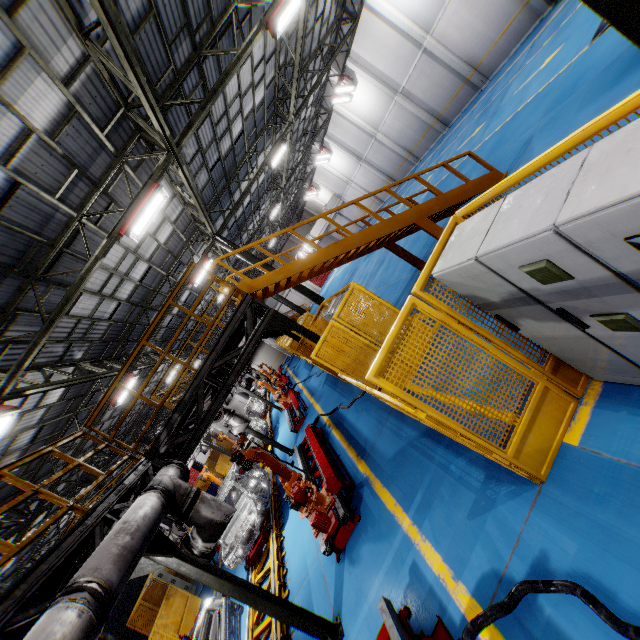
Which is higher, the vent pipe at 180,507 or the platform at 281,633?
the vent pipe at 180,507

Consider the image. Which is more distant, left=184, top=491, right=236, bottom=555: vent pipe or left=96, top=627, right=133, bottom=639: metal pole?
left=96, top=627, right=133, bottom=639: metal pole

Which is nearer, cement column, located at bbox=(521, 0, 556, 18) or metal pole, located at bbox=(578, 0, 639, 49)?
metal pole, located at bbox=(578, 0, 639, 49)

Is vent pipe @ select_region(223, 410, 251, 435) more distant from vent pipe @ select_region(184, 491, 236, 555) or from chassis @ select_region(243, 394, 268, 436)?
vent pipe @ select_region(184, 491, 236, 555)

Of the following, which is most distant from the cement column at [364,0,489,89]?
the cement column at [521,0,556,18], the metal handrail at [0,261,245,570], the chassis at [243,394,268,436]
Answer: the chassis at [243,394,268,436]

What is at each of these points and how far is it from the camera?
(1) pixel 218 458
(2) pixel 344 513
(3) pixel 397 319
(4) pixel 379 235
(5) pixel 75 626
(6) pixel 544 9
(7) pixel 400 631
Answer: (1) metal panel, 29.2m
(2) metal platform, 6.2m
(3) metal panel, 3.2m
(4) metal stair, 8.0m
(5) vent pipe, 2.6m
(6) cement column, 13.8m
(7) metal platform, 3.6m

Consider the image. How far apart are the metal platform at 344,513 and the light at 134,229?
7.39m

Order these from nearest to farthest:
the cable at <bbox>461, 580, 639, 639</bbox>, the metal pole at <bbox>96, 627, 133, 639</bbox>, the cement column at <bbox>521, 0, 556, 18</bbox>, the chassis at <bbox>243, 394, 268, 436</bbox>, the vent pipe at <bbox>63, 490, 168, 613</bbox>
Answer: the cable at <bbox>461, 580, 639, 639</bbox> → the vent pipe at <bbox>63, 490, 168, 613</bbox> → the metal pole at <bbox>96, 627, 133, 639</bbox> → the cement column at <bbox>521, 0, 556, 18</bbox> → the chassis at <bbox>243, 394, 268, 436</bbox>
